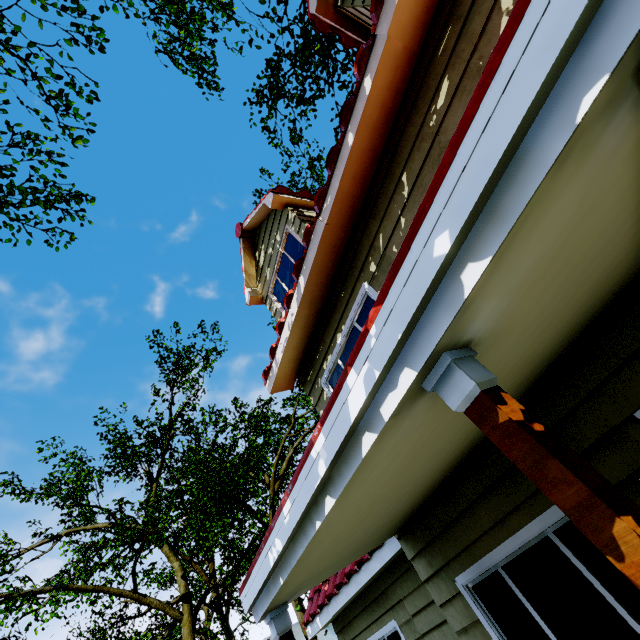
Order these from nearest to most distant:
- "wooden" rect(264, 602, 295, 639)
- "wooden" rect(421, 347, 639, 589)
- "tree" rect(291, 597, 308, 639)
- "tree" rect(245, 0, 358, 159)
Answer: "wooden" rect(421, 347, 639, 589) < "wooden" rect(264, 602, 295, 639) < "tree" rect(245, 0, 358, 159) < "tree" rect(291, 597, 308, 639)

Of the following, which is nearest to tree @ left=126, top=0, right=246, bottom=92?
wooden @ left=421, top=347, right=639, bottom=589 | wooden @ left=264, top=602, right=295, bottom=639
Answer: wooden @ left=421, top=347, right=639, bottom=589

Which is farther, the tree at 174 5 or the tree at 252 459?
the tree at 252 459

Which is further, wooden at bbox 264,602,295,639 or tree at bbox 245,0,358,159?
tree at bbox 245,0,358,159

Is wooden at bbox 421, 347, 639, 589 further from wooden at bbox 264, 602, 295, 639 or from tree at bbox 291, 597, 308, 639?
tree at bbox 291, 597, 308, 639

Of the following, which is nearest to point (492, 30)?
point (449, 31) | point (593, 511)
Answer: point (449, 31)

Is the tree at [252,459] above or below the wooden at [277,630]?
above
